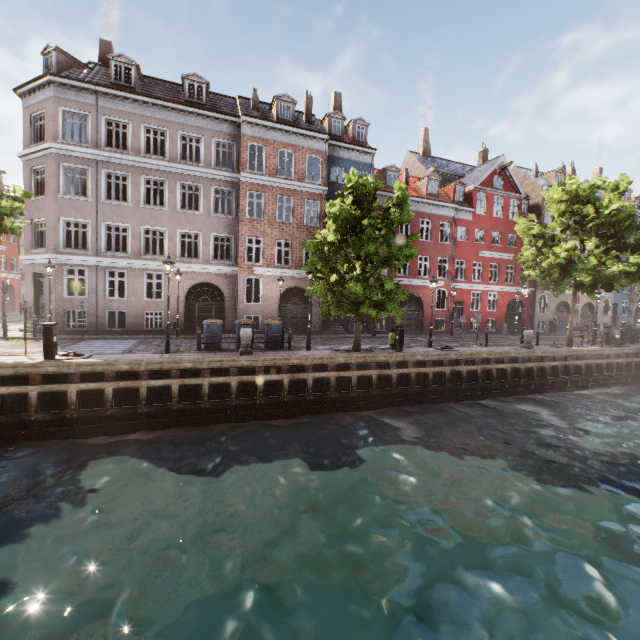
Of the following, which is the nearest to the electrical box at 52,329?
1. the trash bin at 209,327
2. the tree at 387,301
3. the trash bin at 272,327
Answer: the tree at 387,301

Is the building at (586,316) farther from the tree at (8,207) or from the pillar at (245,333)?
the pillar at (245,333)

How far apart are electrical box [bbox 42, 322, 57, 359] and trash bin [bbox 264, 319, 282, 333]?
7.5m

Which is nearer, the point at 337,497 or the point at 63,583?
the point at 63,583

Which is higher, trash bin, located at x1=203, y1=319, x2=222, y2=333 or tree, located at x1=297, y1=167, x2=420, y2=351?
tree, located at x1=297, y1=167, x2=420, y2=351

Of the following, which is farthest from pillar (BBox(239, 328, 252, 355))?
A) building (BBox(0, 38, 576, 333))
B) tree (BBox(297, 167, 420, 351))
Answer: building (BBox(0, 38, 576, 333))

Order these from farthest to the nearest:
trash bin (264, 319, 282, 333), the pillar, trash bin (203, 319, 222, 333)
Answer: trash bin (264, 319, 282, 333)
trash bin (203, 319, 222, 333)
the pillar

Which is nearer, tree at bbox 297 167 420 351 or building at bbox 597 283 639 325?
tree at bbox 297 167 420 351
